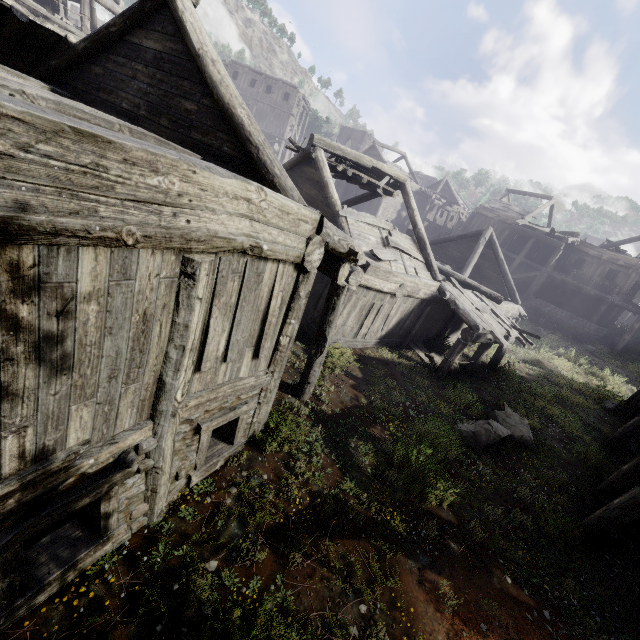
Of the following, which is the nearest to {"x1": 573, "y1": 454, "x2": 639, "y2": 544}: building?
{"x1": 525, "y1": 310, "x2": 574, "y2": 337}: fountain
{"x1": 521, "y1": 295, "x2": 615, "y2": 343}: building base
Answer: {"x1": 521, "y1": 295, "x2": 615, "y2": 343}: building base

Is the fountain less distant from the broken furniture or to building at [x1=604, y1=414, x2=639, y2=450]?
building at [x1=604, y1=414, x2=639, y2=450]

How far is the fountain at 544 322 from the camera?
24.3 meters

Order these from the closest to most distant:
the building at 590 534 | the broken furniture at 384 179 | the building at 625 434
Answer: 1. the building at 590 534
2. the building at 625 434
3. the broken furniture at 384 179

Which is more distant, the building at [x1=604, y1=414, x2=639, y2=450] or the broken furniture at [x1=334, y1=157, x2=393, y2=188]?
the broken furniture at [x1=334, y1=157, x2=393, y2=188]

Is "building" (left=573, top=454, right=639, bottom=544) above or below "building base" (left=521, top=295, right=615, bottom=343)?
below

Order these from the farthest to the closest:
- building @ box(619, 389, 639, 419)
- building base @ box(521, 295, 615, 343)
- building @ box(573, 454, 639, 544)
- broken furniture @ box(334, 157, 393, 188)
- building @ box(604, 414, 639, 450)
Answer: building base @ box(521, 295, 615, 343), building @ box(619, 389, 639, 419), broken furniture @ box(334, 157, 393, 188), building @ box(604, 414, 639, 450), building @ box(573, 454, 639, 544)

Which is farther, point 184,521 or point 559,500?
point 559,500
